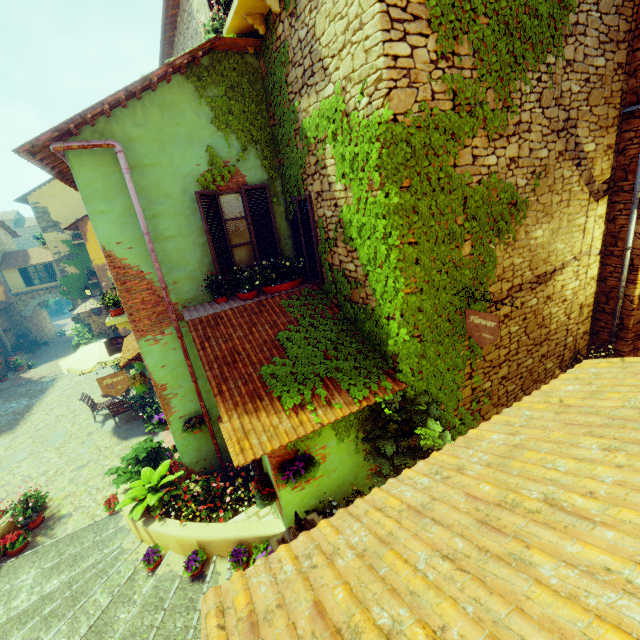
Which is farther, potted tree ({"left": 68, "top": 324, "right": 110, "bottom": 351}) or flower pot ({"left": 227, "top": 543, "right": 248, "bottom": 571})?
potted tree ({"left": 68, "top": 324, "right": 110, "bottom": 351})

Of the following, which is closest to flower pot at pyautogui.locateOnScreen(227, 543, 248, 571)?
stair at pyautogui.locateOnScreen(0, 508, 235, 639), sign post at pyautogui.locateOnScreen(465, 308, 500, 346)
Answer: stair at pyautogui.locateOnScreen(0, 508, 235, 639)

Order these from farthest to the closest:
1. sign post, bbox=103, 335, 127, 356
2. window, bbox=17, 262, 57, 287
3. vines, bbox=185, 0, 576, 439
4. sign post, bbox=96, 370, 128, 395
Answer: window, bbox=17, 262, 57, 287
sign post, bbox=103, 335, 127, 356
sign post, bbox=96, 370, 128, 395
vines, bbox=185, 0, 576, 439

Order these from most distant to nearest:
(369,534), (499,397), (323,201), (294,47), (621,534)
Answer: (499,397) < (323,201) < (294,47) < (369,534) < (621,534)

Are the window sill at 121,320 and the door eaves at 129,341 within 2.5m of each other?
yes

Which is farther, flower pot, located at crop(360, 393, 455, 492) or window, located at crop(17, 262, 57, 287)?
window, located at crop(17, 262, 57, 287)

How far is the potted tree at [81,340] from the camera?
18.5 meters

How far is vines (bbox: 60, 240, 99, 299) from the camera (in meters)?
19.47
